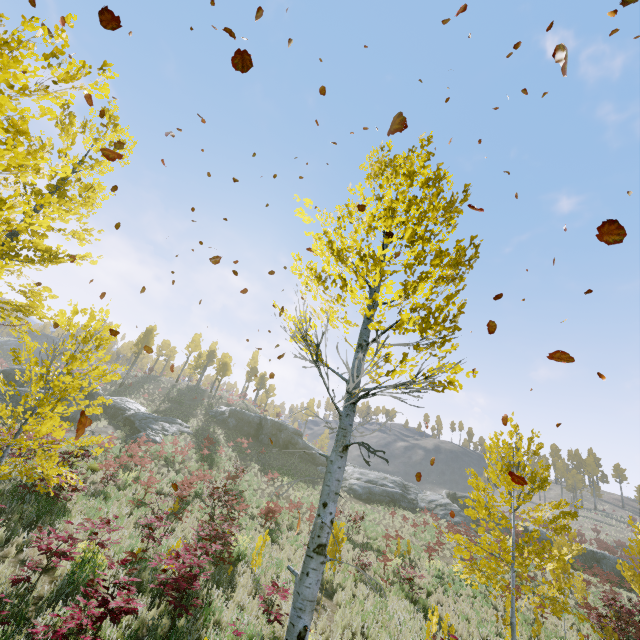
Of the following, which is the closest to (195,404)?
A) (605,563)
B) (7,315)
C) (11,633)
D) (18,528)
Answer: (18,528)

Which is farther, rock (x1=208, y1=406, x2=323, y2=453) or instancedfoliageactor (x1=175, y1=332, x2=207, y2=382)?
instancedfoliageactor (x1=175, y1=332, x2=207, y2=382)

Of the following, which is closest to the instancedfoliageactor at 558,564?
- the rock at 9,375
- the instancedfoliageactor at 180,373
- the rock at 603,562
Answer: the rock at 9,375

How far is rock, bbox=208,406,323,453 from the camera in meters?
38.8

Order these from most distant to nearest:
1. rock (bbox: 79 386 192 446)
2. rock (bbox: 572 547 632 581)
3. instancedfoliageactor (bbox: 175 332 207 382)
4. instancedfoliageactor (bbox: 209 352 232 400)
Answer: instancedfoliageactor (bbox: 175 332 207 382), instancedfoliageactor (bbox: 209 352 232 400), rock (bbox: 572 547 632 581), rock (bbox: 79 386 192 446)

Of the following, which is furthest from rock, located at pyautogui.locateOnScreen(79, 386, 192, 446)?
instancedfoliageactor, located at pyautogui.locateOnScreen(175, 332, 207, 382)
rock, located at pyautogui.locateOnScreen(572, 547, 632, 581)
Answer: rock, located at pyautogui.locateOnScreen(572, 547, 632, 581)

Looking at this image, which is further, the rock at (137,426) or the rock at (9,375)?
the rock at (137,426)

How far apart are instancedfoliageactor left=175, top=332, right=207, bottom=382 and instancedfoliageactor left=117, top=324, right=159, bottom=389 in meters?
9.3 m
